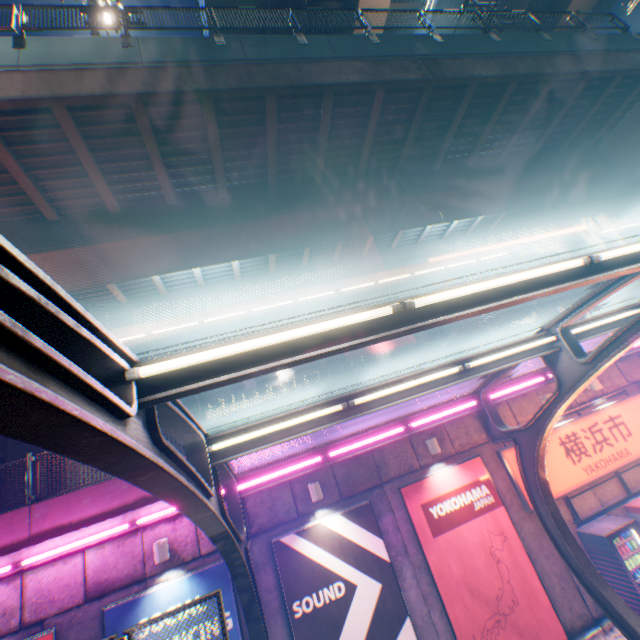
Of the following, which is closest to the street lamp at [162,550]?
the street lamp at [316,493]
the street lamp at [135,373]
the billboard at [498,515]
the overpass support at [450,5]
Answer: the street lamp at [316,493]

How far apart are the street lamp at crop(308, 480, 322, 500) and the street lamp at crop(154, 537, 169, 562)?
3.4 meters

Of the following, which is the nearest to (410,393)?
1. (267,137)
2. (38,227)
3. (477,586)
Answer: (477,586)

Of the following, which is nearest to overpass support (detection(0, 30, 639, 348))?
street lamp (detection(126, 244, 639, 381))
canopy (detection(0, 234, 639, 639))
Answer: canopy (detection(0, 234, 639, 639))

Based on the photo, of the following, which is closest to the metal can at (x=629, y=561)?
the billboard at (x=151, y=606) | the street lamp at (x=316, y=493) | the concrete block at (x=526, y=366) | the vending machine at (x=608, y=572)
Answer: the vending machine at (x=608, y=572)

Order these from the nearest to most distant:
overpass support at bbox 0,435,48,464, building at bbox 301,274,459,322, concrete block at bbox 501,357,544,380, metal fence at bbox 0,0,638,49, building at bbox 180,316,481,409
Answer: metal fence at bbox 0,0,638,49 → concrete block at bbox 501,357,544,380 → overpass support at bbox 0,435,48,464 → building at bbox 180,316,481,409 → building at bbox 301,274,459,322

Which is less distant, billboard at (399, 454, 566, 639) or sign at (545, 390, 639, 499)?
billboard at (399, 454, 566, 639)

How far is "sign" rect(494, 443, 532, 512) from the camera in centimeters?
884cm
